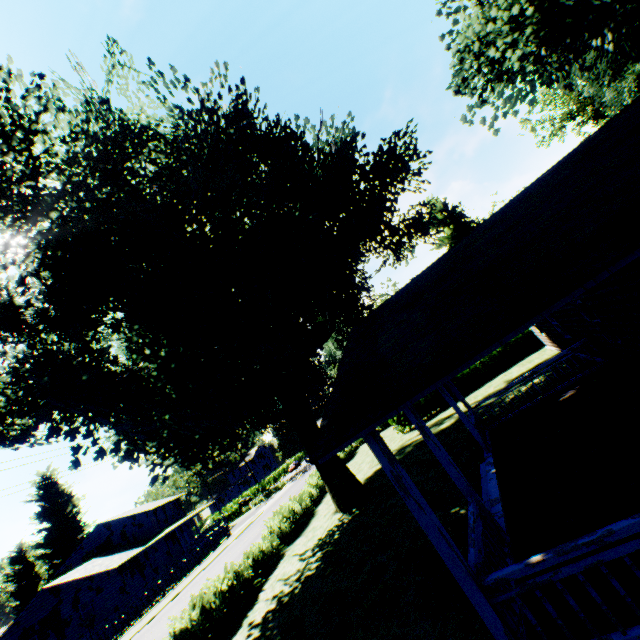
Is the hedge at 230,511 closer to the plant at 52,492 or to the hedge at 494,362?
the plant at 52,492

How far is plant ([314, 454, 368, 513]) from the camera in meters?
15.9 m

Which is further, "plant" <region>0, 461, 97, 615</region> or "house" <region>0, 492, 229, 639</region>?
"plant" <region>0, 461, 97, 615</region>

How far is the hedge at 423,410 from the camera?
24.4 meters

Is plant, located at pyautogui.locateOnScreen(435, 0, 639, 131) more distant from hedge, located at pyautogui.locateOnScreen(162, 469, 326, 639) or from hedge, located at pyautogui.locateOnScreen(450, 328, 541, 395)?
hedge, located at pyautogui.locateOnScreen(450, 328, 541, 395)

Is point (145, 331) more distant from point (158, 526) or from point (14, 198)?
point (158, 526)

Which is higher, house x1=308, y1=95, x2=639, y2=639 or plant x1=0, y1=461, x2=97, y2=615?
plant x1=0, y1=461, x2=97, y2=615

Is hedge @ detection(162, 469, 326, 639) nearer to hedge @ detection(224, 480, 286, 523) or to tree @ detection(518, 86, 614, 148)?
hedge @ detection(224, 480, 286, 523)
